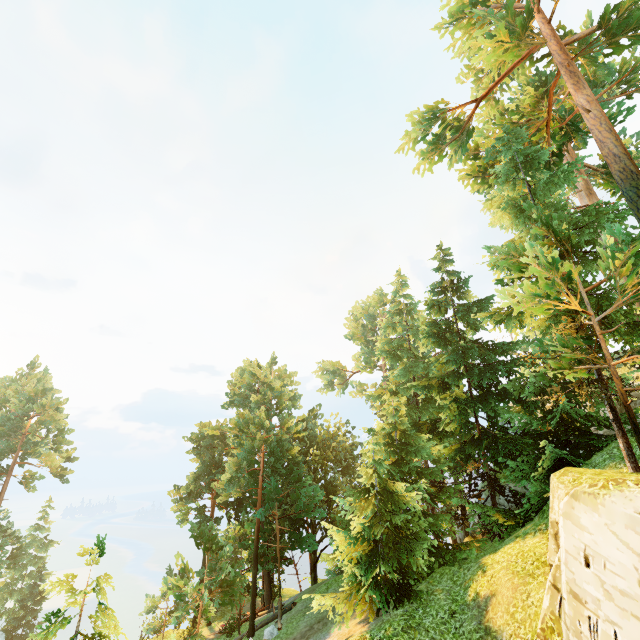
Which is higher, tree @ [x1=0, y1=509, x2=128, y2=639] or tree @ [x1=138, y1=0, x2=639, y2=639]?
tree @ [x1=138, y1=0, x2=639, y2=639]

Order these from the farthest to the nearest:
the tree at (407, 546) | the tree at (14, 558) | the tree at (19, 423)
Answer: the tree at (19, 423), the tree at (407, 546), the tree at (14, 558)

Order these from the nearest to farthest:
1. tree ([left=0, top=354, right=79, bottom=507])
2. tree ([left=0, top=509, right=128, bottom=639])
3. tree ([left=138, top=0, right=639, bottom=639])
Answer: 1. tree ([left=0, top=509, right=128, bottom=639])
2. tree ([left=138, top=0, right=639, bottom=639])
3. tree ([left=0, top=354, right=79, bottom=507])

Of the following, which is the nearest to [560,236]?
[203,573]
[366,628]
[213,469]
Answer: [366,628]

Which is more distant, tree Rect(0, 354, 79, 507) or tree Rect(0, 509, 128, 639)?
tree Rect(0, 354, 79, 507)

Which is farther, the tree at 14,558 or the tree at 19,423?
the tree at 19,423
